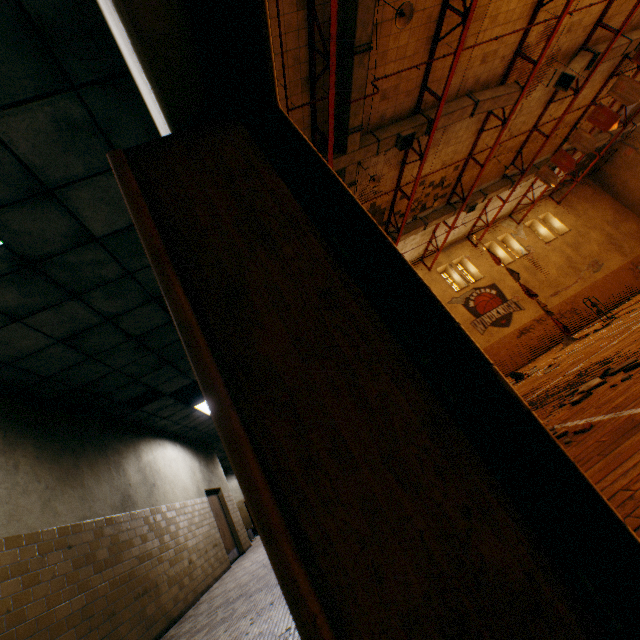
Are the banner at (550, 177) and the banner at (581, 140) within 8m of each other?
yes

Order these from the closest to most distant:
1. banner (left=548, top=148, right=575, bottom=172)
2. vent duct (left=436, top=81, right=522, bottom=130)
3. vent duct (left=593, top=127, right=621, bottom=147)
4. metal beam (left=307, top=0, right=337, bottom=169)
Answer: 1. metal beam (left=307, top=0, right=337, bottom=169)
2. vent duct (left=436, top=81, right=522, bottom=130)
3. banner (left=548, top=148, right=575, bottom=172)
4. vent duct (left=593, top=127, right=621, bottom=147)

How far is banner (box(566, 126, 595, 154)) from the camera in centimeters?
1370cm

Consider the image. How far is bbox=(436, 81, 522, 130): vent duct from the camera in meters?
11.0

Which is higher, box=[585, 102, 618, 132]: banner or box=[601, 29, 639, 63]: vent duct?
box=[601, 29, 639, 63]: vent duct

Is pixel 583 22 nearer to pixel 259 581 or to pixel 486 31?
pixel 486 31

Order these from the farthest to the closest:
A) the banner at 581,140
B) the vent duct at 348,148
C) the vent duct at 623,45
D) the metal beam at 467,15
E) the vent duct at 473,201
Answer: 1. the vent duct at 473,201
2. the banner at 581,140
3. the vent duct at 623,45
4. the vent duct at 348,148
5. the metal beam at 467,15

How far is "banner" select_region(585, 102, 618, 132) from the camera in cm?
1271
